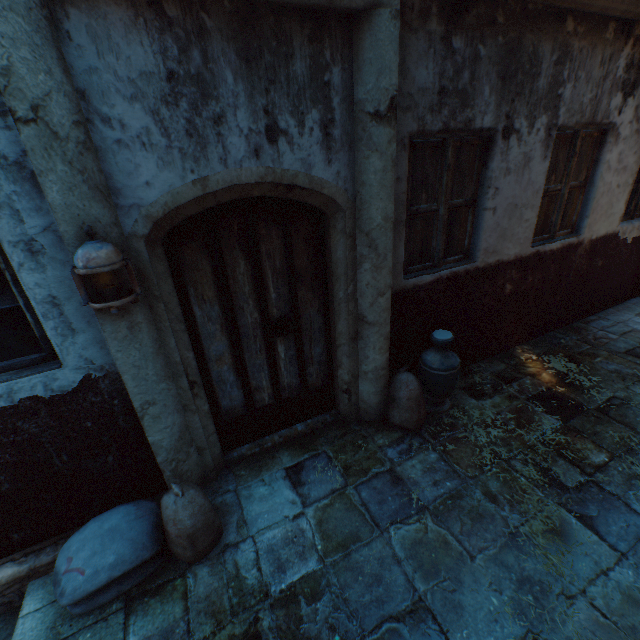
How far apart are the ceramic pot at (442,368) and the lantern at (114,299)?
2.71m

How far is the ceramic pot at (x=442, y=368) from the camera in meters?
3.3 m

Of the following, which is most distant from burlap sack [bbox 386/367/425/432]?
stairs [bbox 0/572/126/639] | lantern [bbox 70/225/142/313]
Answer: lantern [bbox 70/225/142/313]

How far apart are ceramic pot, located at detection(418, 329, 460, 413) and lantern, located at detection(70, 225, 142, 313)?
2.7 meters

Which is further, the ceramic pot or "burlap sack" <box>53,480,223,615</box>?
the ceramic pot

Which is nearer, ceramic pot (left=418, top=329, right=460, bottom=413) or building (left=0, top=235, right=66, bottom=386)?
building (left=0, top=235, right=66, bottom=386)

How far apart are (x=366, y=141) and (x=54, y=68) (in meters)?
1.85
